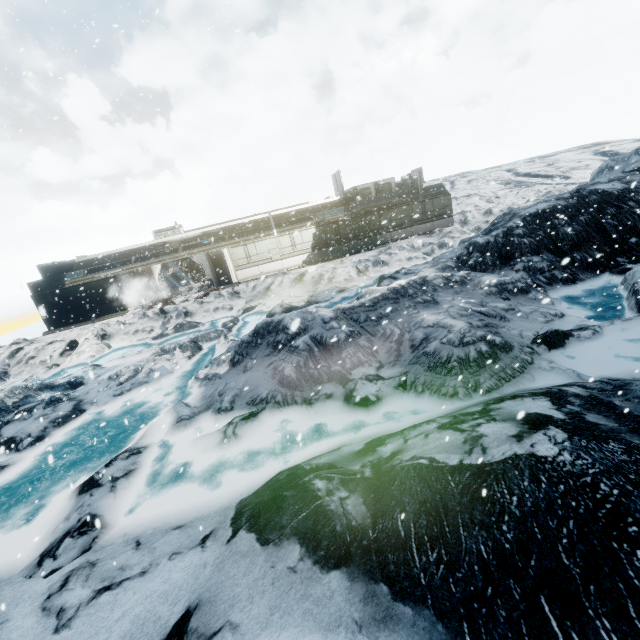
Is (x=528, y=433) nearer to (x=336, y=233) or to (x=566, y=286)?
(x=566, y=286)
